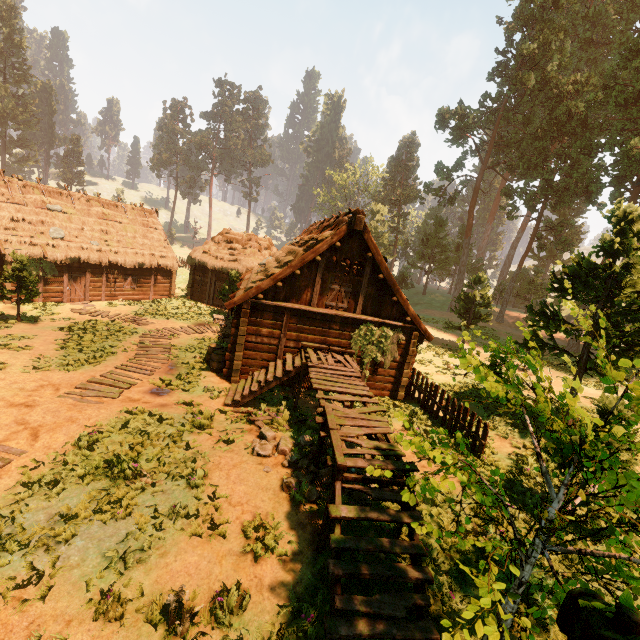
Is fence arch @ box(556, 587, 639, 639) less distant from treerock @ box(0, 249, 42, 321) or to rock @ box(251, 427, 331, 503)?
treerock @ box(0, 249, 42, 321)

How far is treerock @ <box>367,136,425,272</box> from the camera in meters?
51.5

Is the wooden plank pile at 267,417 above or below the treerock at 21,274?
below

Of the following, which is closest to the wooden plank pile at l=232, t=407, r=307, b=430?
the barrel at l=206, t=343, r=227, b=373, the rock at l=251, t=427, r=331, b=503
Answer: the rock at l=251, t=427, r=331, b=503

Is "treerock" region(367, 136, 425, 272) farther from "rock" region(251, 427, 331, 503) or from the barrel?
the barrel

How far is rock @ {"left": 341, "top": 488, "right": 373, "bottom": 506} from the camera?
7.5m

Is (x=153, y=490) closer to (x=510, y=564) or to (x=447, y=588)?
(x=447, y=588)

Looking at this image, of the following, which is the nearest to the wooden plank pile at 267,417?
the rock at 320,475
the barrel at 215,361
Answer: the rock at 320,475
